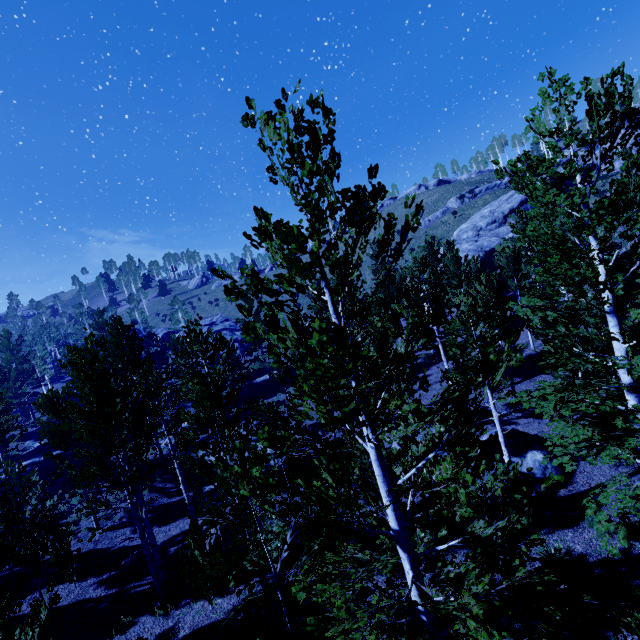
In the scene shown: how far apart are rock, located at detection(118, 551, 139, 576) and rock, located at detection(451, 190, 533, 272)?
47.2 meters

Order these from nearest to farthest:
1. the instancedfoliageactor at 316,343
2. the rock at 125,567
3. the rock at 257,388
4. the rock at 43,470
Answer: the instancedfoliageactor at 316,343, the rock at 125,567, the rock at 43,470, the rock at 257,388

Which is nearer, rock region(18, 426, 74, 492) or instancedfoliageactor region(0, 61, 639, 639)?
instancedfoliageactor region(0, 61, 639, 639)

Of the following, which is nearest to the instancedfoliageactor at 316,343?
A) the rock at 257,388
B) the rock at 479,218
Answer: the rock at 257,388

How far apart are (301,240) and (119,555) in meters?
18.2 m

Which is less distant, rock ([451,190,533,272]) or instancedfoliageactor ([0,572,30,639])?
instancedfoliageactor ([0,572,30,639])

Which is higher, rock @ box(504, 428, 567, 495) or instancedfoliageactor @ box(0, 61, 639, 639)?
instancedfoliageactor @ box(0, 61, 639, 639)

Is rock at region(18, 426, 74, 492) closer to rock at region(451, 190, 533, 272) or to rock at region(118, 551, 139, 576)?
rock at region(118, 551, 139, 576)
